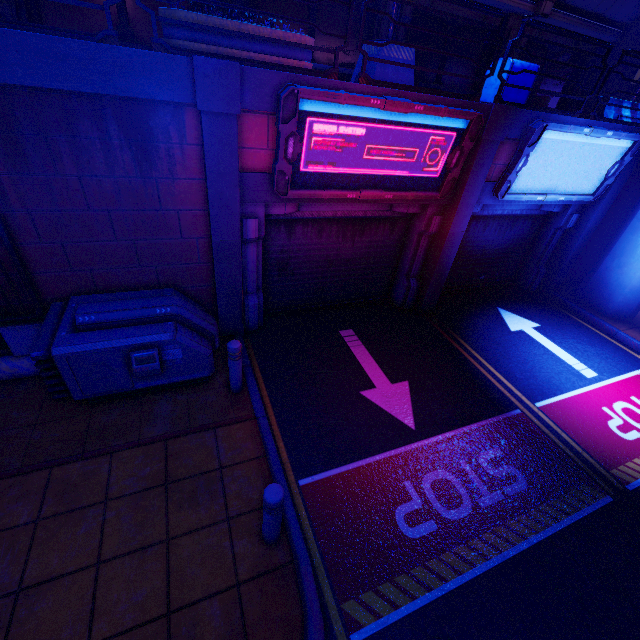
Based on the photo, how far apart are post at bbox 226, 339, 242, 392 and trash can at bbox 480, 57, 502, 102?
7.2 meters

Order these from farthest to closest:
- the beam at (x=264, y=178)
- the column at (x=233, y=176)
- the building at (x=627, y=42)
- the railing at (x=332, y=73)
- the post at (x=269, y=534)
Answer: the building at (x=627, y=42) < the beam at (x=264, y=178) < the column at (x=233, y=176) < the railing at (x=332, y=73) < the post at (x=269, y=534)

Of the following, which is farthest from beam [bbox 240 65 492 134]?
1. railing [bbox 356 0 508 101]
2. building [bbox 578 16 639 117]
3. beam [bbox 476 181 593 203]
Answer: building [bbox 578 16 639 117]

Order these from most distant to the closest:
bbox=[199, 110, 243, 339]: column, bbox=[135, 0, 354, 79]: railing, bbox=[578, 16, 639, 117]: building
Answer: bbox=[578, 16, 639, 117]: building
bbox=[199, 110, 243, 339]: column
bbox=[135, 0, 354, 79]: railing

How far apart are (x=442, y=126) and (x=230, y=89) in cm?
361

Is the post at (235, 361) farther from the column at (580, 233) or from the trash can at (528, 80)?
the column at (580, 233)

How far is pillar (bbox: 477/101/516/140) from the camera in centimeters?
610cm

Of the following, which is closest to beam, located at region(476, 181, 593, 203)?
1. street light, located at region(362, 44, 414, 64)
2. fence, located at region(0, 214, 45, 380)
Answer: street light, located at region(362, 44, 414, 64)
